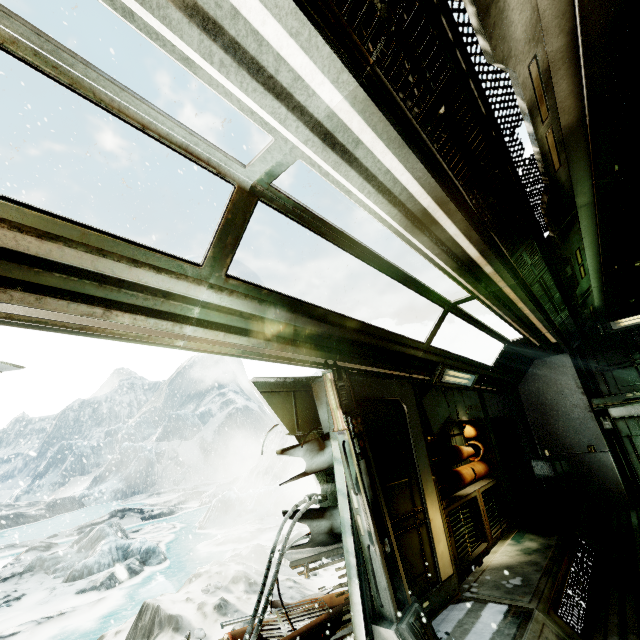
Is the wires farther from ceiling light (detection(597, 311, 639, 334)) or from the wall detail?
ceiling light (detection(597, 311, 639, 334))

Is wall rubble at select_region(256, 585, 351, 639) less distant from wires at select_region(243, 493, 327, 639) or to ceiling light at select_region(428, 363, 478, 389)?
wires at select_region(243, 493, 327, 639)

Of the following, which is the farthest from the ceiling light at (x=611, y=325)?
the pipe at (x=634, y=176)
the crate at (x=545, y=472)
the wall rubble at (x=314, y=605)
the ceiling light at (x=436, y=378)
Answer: the wall rubble at (x=314, y=605)

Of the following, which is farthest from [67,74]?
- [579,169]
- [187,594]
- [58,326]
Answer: [187,594]

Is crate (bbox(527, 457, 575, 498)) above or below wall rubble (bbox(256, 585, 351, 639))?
above

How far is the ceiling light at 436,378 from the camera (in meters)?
5.48

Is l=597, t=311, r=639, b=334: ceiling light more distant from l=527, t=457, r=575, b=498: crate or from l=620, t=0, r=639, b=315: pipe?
l=527, t=457, r=575, b=498: crate

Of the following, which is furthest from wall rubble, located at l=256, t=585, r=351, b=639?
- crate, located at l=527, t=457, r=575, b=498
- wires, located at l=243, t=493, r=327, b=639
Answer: crate, located at l=527, t=457, r=575, b=498
